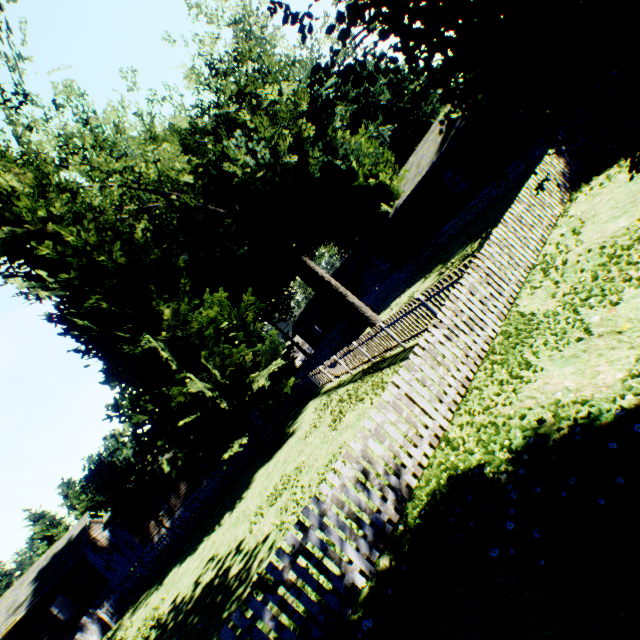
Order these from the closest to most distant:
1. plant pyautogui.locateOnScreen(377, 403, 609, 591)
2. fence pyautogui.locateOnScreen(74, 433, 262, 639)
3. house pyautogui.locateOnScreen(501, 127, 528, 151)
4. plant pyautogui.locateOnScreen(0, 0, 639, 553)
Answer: plant pyautogui.locateOnScreen(0, 0, 639, 553), plant pyautogui.locateOnScreen(377, 403, 609, 591), house pyautogui.locateOnScreen(501, 127, 528, 151), fence pyautogui.locateOnScreen(74, 433, 262, 639)

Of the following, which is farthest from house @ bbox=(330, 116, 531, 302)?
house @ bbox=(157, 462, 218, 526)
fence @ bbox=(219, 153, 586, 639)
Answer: house @ bbox=(157, 462, 218, 526)

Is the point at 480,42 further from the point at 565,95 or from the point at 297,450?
the point at 297,450

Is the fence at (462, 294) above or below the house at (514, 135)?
below

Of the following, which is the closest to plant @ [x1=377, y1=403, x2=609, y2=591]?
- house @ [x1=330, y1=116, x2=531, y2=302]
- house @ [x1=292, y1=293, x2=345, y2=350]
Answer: house @ [x1=330, y1=116, x2=531, y2=302]

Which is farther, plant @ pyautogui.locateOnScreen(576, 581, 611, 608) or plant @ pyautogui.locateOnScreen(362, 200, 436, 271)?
plant @ pyautogui.locateOnScreen(362, 200, 436, 271)

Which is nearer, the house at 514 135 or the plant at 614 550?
the plant at 614 550

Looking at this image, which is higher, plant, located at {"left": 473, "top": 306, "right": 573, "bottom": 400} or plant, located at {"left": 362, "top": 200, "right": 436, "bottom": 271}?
plant, located at {"left": 362, "top": 200, "right": 436, "bottom": 271}
